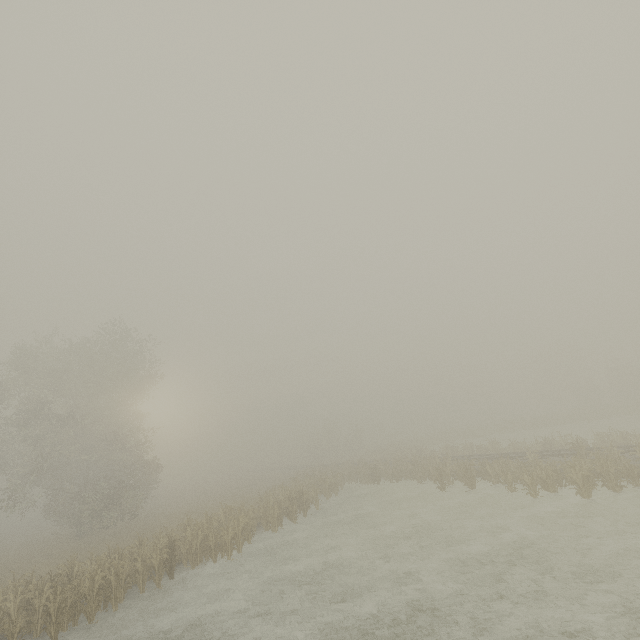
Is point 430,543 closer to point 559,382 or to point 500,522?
Answer: point 500,522
